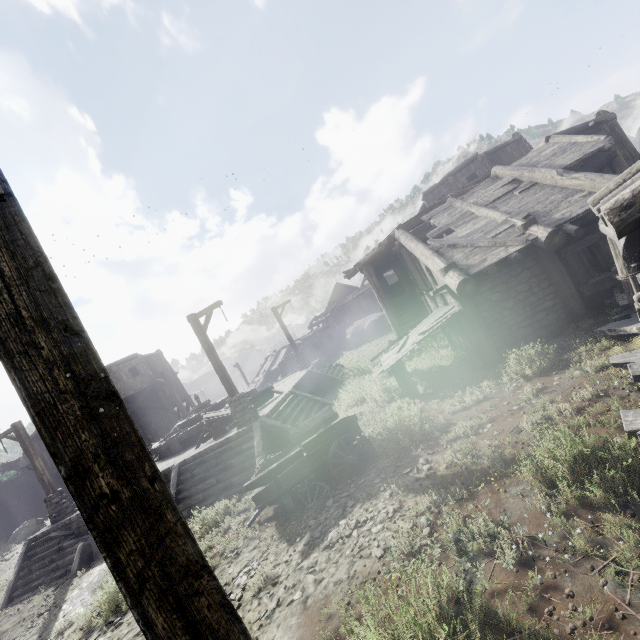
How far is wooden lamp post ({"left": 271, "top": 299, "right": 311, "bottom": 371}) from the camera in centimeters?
2184cm

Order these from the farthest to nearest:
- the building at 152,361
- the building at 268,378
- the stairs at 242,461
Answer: the building at 268,378
the building at 152,361
the stairs at 242,461

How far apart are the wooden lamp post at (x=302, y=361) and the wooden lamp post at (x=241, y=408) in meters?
9.1

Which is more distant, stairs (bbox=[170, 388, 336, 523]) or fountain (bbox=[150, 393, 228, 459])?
fountain (bbox=[150, 393, 228, 459])

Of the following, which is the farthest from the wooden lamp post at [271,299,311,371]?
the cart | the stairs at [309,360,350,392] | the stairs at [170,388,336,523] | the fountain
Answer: the cart

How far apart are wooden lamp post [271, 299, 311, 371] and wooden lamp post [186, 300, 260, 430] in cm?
910

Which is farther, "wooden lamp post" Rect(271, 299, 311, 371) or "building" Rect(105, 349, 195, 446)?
"building" Rect(105, 349, 195, 446)

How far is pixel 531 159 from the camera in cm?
1290
